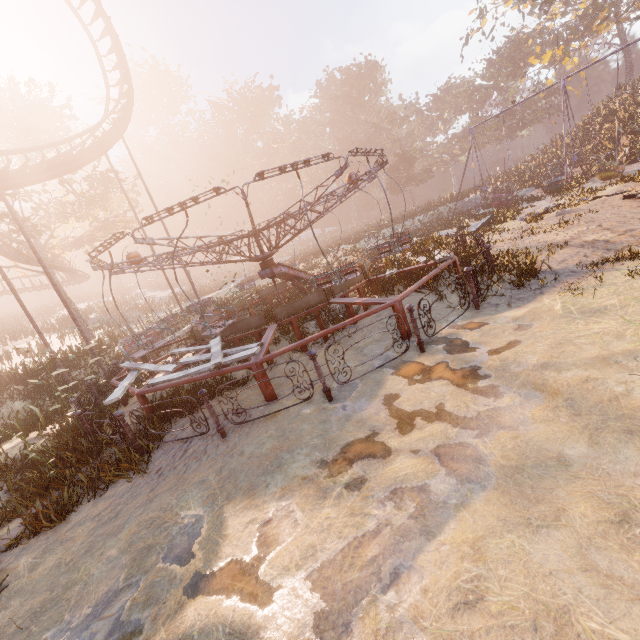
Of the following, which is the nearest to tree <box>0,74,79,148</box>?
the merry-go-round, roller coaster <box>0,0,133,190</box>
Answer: roller coaster <box>0,0,133,190</box>

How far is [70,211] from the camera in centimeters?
2550cm

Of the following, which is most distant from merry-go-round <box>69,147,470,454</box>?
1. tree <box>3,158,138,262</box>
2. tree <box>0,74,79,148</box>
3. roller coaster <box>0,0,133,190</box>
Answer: tree <box>0,74,79,148</box>

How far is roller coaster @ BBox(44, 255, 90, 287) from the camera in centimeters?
2592cm

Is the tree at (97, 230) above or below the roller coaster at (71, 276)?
above

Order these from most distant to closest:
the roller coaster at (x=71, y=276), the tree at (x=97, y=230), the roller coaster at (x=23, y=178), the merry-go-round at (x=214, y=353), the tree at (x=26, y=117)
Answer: the roller coaster at (x=71, y=276) < the tree at (x=97, y=230) < the tree at (x=26, y=117) < the roller coaster at (x=23, y=178) < the merry-go-round at (x=214, y=353)

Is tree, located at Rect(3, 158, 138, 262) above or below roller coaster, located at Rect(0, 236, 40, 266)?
above

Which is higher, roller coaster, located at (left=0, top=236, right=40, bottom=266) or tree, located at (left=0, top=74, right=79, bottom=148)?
tree, located at (left=0, top=74, right=79, bottom=148)
